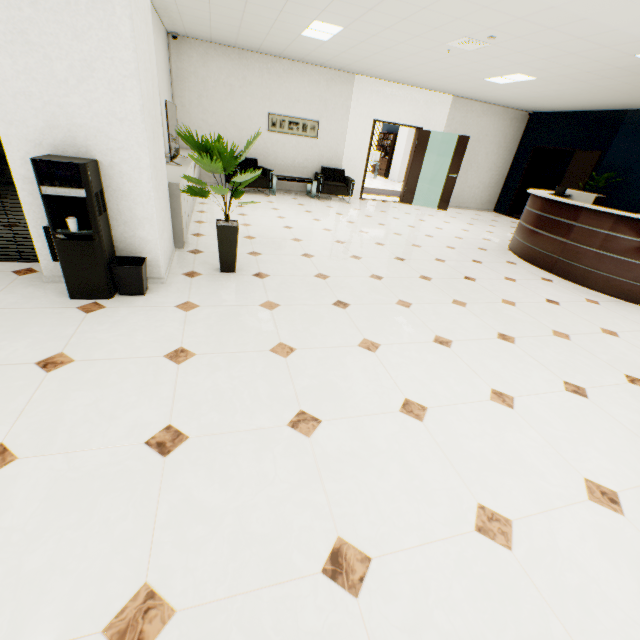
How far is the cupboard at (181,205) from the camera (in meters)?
3.87

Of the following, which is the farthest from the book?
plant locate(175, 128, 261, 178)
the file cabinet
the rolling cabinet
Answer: plant locate(175, 128, 261, 178)

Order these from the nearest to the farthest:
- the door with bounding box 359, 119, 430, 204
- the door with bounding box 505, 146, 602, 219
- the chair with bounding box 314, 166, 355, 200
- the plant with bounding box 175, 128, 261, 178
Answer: the plant with bounding box 175, 128, 261, 178, the door with bounding box 505, 146, 602, 219, the chair with bounding box 314, 166, 355, 200, the door with bounding box 359, 119, 430, 204

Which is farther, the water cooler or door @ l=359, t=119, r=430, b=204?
door @ l=359, t=119, r=430, b=204

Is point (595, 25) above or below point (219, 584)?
above

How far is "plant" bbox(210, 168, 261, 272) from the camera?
3.1m

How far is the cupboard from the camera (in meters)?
3.87

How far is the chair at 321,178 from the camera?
8.61m
